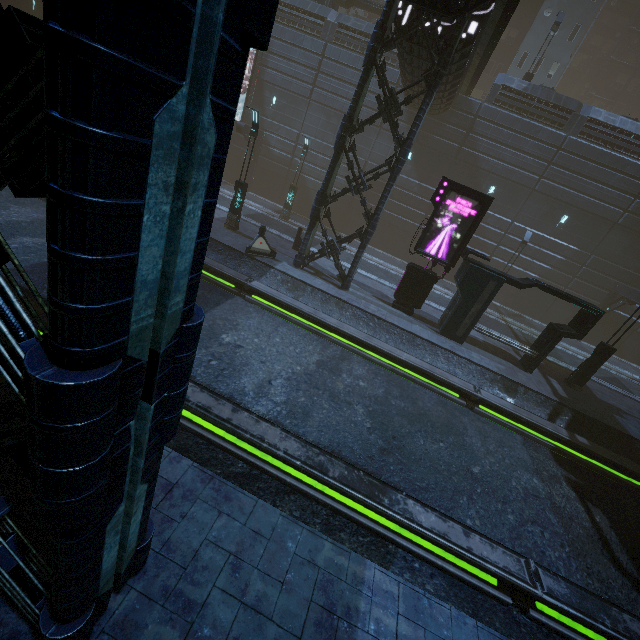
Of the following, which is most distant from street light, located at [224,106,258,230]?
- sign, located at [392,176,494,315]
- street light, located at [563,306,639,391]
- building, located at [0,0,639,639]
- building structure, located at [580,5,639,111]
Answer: building structure, located at [580,5,639,111]

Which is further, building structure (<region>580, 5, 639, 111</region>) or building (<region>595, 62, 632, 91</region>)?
building (<region>595, 62, 632, 91</region>)

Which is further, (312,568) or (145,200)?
(312,568)

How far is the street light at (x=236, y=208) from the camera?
14.8 meters

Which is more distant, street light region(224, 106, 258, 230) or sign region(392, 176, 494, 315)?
street light region(224, 106, 258, 230)

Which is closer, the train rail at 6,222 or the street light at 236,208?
the train rail at 6,222

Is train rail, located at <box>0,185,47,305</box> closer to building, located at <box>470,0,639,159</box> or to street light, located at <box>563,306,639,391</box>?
building, located at <box>470,0,639,159</box>

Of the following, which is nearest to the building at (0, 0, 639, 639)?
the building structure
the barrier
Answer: the building structure
